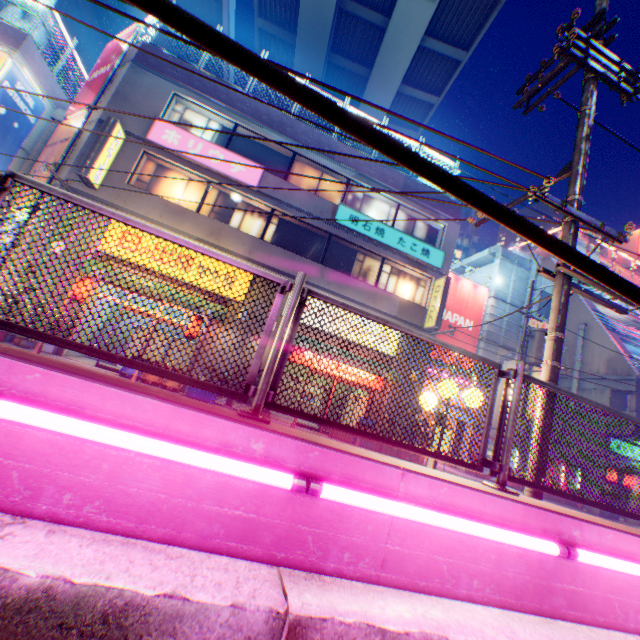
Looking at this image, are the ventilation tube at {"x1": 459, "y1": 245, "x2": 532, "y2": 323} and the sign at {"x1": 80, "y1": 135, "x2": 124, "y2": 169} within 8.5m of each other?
no

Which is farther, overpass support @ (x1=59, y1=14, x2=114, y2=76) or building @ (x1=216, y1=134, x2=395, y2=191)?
overpass support @ (x1=59, y1=14, x2=114, y2=76)

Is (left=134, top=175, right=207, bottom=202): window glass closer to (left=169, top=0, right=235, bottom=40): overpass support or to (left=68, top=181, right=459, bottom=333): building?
(left=68, top=181, right=459, bottom=333): building

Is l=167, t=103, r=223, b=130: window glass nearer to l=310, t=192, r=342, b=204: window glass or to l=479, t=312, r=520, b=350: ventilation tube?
l=310, t=192, r=342, b=204: window glass

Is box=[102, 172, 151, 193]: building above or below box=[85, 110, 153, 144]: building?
below

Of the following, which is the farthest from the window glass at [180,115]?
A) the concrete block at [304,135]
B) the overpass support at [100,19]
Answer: the overpass support at [100,19]

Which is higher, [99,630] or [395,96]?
[395,96]

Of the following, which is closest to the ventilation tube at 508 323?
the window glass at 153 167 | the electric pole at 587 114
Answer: the electric pole at 587 114
